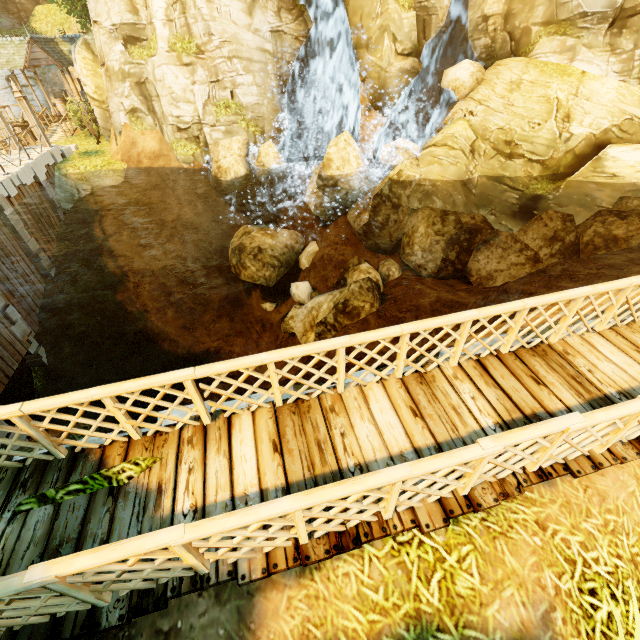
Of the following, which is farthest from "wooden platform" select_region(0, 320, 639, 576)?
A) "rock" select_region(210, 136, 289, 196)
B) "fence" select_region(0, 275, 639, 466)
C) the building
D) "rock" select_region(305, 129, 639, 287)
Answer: Answer: the building

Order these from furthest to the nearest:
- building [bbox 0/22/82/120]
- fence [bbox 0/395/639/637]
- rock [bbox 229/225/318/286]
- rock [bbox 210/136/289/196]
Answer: building [bbox 0/22/82/120] → rock [bbox 229/225/318/286] → rock [bbox 210/136/289/196] → fence [bbox 0/395/639/637]

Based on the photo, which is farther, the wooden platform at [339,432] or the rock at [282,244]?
the rock at [282,244]

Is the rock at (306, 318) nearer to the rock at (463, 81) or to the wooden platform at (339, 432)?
the rock at (463, 81)

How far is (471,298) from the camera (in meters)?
11.51

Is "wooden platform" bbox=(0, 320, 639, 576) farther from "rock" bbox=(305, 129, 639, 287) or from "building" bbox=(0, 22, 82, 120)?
"building" bbox=(0, 22, 82, 120)

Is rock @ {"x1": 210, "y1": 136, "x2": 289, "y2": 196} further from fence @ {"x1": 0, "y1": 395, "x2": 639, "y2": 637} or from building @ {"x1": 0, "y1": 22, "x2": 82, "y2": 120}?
building @ {"x1": 0, "y1": 22, "x2": 82, "y2": 120}

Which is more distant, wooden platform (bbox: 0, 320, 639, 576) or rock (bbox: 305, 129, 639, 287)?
rock (bbox: 305, 129, 639, 287)
